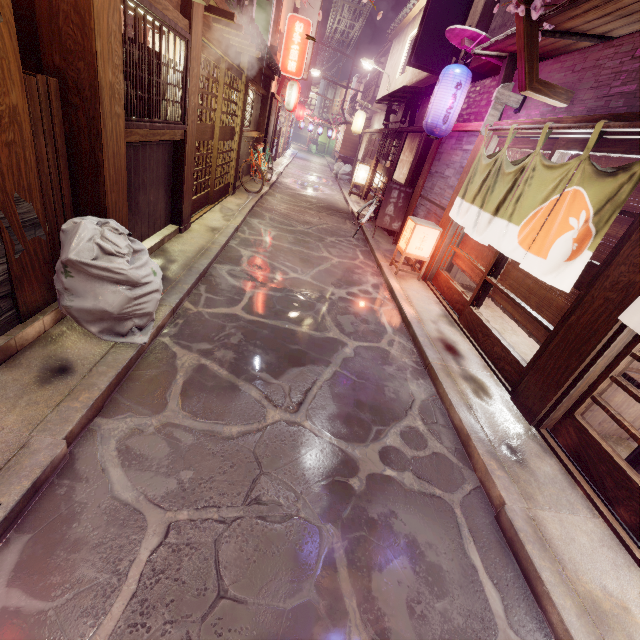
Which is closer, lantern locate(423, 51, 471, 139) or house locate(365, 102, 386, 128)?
lantern locate(423, 51, 471, 139)

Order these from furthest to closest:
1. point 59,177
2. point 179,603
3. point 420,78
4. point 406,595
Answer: point 420,78 → point 59,177 → point 406,595 → point 179,603

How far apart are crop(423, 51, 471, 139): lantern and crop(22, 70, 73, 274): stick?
10.4 meters

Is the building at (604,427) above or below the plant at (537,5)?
below

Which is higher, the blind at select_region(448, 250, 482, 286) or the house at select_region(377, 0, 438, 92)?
the house at select_region(377, 0, 438, 92)

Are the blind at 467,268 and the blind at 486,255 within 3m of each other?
yes

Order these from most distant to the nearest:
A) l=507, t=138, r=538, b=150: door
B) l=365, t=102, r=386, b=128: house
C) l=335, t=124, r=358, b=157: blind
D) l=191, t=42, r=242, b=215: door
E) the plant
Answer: l=335, t=124, r=358, b=157: blind < l=365, t=102, r=386, b=128: house < l=191, t=42, r=242, b=215: door < l=507, t=138, r=538, b=150: door < the plant

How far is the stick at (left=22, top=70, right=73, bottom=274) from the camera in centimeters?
450cm
